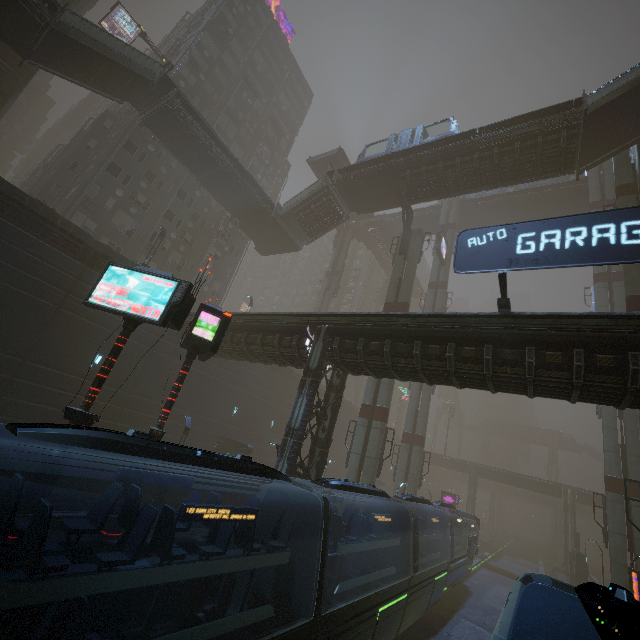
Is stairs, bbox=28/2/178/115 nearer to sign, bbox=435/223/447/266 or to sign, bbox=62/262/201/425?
sign, bbox=62/262/201/425

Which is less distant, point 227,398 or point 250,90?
point 227,398

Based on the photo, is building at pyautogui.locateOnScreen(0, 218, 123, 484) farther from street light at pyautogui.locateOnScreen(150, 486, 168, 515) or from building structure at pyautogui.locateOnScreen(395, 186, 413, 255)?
street light at pyautogui.locateOnScreen(150, 486, 168, 515)

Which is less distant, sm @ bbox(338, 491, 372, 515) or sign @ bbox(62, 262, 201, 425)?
sign @ bbox(62, 262, 201, 425)

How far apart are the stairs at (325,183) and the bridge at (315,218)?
0.0m

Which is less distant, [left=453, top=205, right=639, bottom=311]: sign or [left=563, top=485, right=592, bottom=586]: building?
[left=453, top=205, right=639, bottom=311]: sign

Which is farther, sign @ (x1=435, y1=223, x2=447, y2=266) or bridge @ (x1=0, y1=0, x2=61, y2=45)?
sign @ (x1=435, y1=223, x2=447, y2=266)

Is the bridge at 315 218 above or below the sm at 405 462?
above
